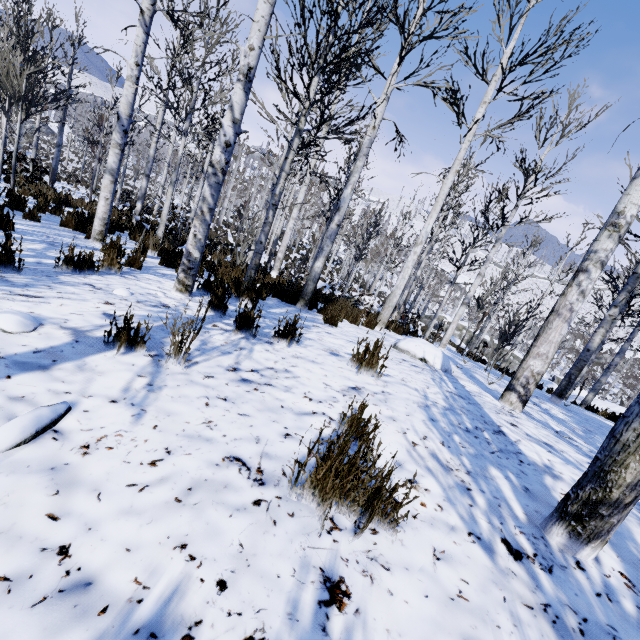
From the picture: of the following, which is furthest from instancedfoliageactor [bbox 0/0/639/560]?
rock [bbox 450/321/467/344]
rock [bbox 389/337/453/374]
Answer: rock [bbox 389/337/453/374]

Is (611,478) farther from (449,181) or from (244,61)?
(449,181)

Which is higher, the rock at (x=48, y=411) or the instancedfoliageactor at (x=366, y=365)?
the instancedfoliageactor at (x=366, y=365)

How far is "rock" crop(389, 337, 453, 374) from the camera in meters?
5.2 m

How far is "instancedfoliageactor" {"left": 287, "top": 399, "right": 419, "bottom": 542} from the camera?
1.37m

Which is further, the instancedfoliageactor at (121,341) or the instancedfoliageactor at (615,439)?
the instancedfoliageactor at (615,439)

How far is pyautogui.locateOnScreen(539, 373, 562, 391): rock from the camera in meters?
19.0
